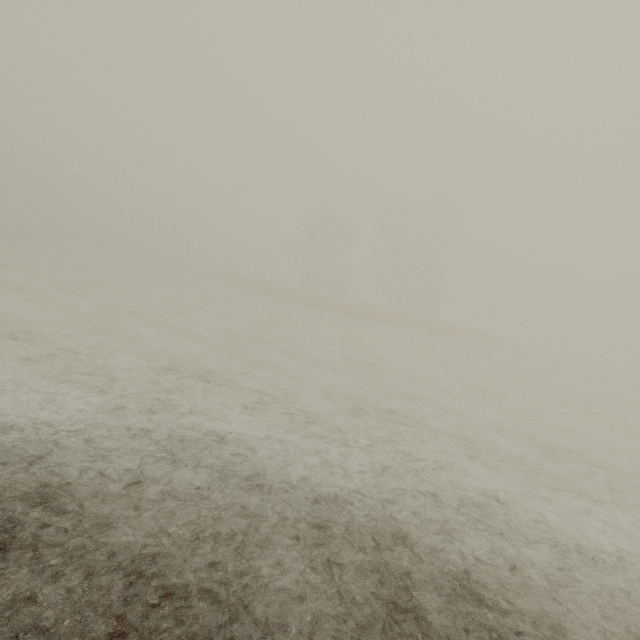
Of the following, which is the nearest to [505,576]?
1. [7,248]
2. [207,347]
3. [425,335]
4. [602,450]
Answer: [602,450]
